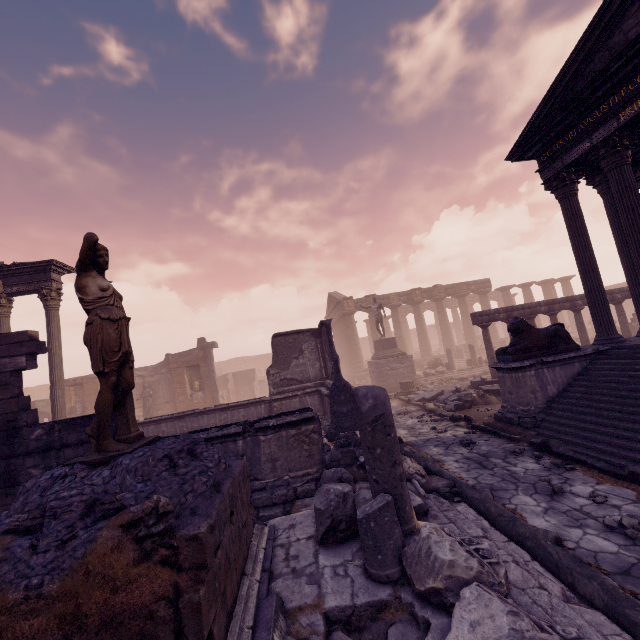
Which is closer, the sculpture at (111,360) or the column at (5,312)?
the sculpture at (111,360)

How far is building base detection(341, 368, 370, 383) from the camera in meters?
28.4

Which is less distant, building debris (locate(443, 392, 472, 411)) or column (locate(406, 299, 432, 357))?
building debris (locate(443, 392, 472, 411))

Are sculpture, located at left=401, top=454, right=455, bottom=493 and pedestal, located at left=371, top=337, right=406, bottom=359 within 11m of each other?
no

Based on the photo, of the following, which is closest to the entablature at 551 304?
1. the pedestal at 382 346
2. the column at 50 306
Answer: the pedestal at 382 346

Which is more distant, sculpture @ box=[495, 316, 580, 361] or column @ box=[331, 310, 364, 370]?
column @ box=[331, 310, 364, 370]

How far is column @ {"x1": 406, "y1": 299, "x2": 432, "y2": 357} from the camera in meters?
29.8 m

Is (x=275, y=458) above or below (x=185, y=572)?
below
